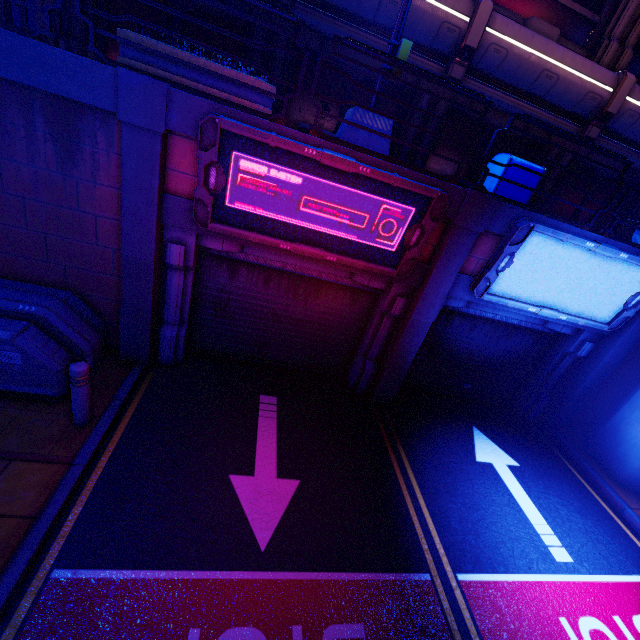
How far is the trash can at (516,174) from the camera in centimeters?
612cm

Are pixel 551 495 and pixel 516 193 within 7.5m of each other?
yes

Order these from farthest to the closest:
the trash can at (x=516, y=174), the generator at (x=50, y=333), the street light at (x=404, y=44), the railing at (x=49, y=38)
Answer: the trash can at (x=516, y=174) → the street light at (x=404, y=44) → the generator at (x=50, y=333) → the railing at (x=49, y=38)

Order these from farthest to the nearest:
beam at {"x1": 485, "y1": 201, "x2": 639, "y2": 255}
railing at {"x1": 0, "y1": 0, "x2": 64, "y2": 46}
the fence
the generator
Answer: the fence → beam at {"x1": 485, "y1": 201, "x2": 639, "y2": 255} → the generator → railing at {"x1": 0, "y1": 0, "x2": 64, "y2": 46}

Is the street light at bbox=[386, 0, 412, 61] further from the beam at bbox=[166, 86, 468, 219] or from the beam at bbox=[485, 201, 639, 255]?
the beam at bbox=[485, 201, 639, 255]

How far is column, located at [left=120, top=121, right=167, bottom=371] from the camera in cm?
454

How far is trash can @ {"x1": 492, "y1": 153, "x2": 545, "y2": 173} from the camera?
6.0m

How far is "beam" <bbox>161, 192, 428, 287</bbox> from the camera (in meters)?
5.13
